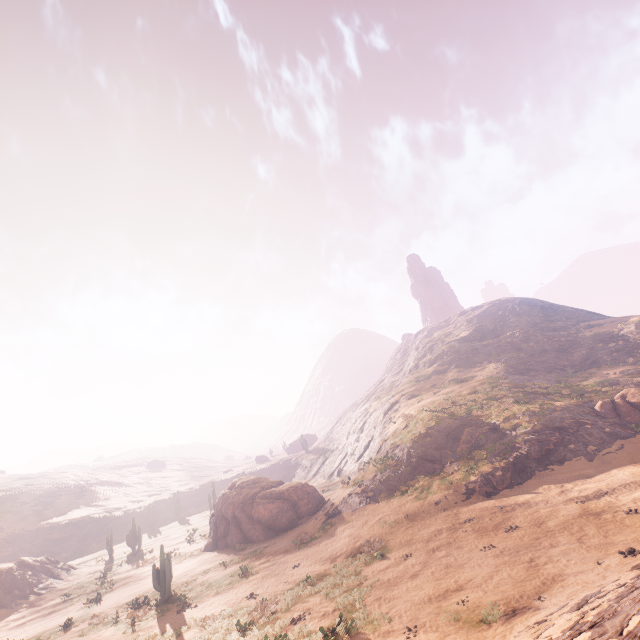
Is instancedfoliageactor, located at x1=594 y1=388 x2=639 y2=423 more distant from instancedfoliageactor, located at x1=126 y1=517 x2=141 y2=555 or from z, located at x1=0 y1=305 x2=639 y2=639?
instancedfoliageactor, located at x1=126 y1=517 x2=141 y2=555

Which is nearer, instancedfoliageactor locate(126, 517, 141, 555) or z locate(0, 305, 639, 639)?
z locate(0, 305, 639, 639)

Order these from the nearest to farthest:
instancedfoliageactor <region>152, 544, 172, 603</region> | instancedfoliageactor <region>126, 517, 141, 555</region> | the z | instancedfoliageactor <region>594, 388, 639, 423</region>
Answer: the z < instancedfoliageactor <region>152, 544, 172, 603</region> < instancedfoliageactor <region>594, 388, 639, 423</region> < instancedfoliageactor <region>126, 517, 141, 555</region>

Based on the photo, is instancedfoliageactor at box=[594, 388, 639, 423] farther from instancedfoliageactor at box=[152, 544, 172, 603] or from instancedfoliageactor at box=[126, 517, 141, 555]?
instancedfoliageactor at box=[126, 517, 141, 555]

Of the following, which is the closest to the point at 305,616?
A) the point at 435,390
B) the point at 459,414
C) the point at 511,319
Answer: the point at 459,414

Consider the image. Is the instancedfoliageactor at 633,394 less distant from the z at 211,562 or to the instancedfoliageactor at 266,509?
the z at 211,562

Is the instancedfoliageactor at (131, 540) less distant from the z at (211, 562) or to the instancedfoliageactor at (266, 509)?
the z at (211, 562)

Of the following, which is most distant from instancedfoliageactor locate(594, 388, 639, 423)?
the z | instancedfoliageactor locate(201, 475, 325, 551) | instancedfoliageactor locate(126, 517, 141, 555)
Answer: instancedfoliageactor locate(126, 517, 141, 555)
